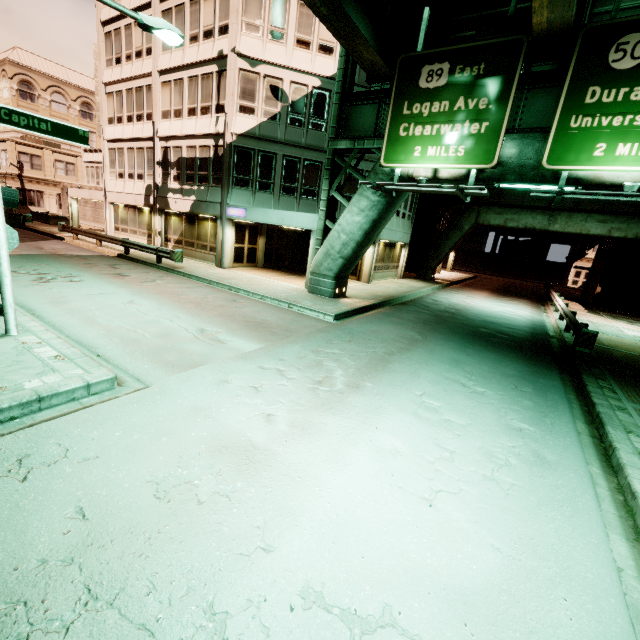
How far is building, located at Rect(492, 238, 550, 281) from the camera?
51.0 meters

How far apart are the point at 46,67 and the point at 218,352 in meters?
63.6 m

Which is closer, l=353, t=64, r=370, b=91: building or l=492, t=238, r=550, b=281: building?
l=353, t=64, r=370, b=91: building

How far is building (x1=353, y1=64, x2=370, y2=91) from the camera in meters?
18.3 m

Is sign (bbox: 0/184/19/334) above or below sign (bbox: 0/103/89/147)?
below

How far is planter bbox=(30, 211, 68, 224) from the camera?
32.5 meters

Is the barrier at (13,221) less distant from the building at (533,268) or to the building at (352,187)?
the building at (352,187)

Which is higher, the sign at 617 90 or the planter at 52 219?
the sign at 617 90
